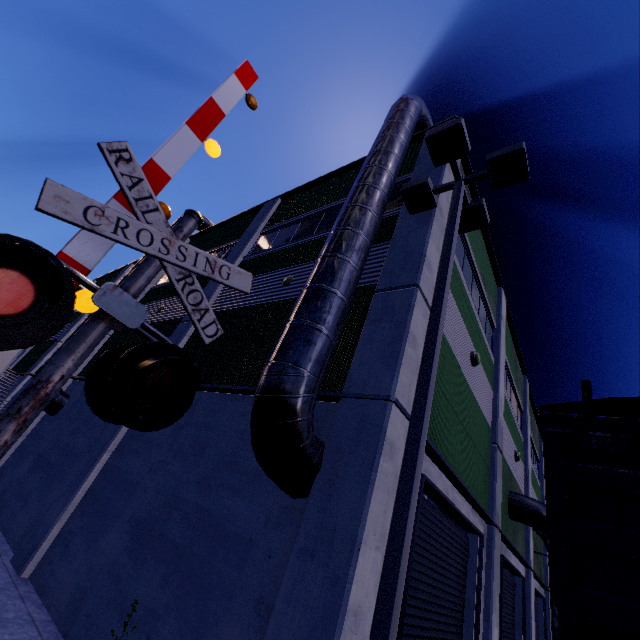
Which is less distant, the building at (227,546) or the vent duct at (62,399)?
the building at (227,546)

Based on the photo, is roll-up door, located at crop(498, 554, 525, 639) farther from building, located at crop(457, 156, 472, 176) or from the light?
the light

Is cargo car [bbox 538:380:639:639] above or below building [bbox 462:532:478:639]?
above

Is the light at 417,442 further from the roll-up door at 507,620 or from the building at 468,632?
the roll-up door at 507,620

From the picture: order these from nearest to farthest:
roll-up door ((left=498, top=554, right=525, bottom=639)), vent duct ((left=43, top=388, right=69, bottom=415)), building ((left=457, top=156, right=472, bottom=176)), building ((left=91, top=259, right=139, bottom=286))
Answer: roll-up door ((left=498, top=554, right=525, bottom=639)) → building ((left=457, top=156, right=472, bottom=176)) → vent duct ((left=43, top=388, right=69, bottom=415)) → building ((left=91, top=259, right=139, bottom=286))

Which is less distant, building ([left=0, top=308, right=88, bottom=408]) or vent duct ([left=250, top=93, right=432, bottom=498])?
vent duct ([left=250, top=93, right=432, bottom=498])

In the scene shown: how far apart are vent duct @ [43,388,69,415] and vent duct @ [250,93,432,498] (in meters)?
12.26

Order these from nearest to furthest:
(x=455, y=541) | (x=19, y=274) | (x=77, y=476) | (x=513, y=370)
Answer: (x=19, y=274)
(x=455, y=541)
(x=77, y=476)
(x=513, y=370)
